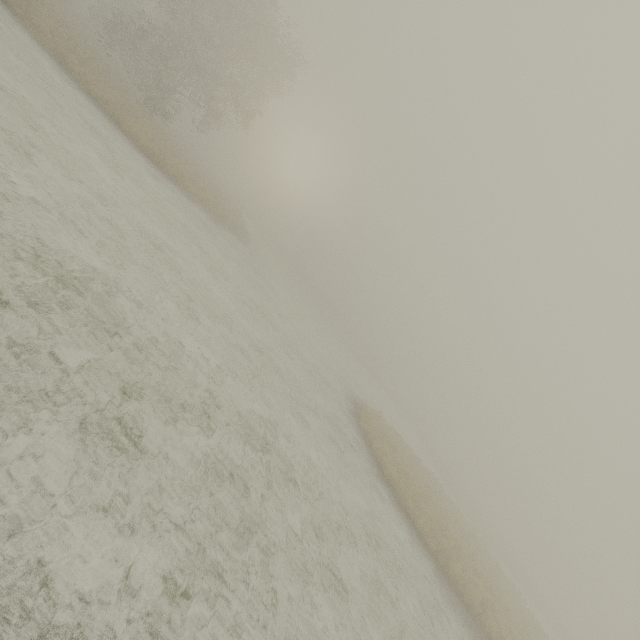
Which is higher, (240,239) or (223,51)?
(223,51)
